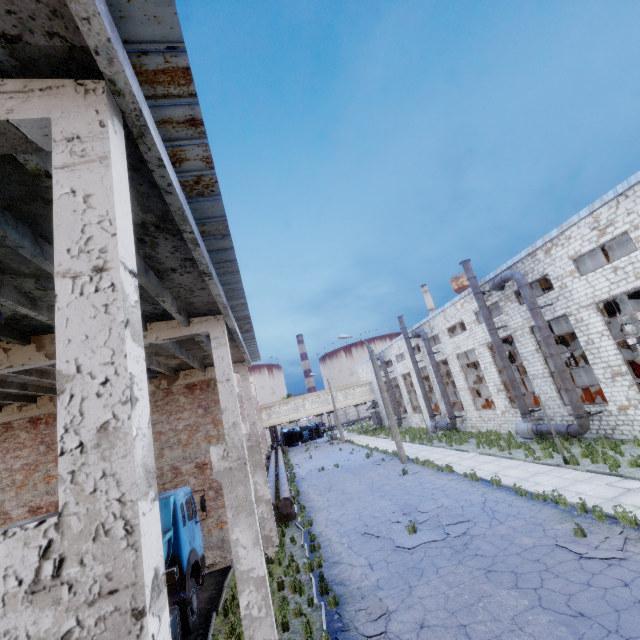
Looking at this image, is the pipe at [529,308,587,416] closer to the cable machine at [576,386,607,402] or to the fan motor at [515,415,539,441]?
the fan motor at [515,415,539,441]

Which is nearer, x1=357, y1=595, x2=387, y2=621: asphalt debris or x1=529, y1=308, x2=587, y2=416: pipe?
x1=357, y1=595, x2=387, y2=621: asphalt debris

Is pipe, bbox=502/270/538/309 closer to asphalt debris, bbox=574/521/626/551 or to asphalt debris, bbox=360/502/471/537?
asphalt debris, bbox=360/502/471/537

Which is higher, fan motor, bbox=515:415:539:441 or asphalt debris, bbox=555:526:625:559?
fan motor, bbox=515:415:539:441

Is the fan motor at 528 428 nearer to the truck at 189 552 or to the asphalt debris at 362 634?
the asphalt debris at 362 634

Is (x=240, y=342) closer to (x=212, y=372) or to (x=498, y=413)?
(x=212, y=372)

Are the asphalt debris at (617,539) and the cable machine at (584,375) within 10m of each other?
no

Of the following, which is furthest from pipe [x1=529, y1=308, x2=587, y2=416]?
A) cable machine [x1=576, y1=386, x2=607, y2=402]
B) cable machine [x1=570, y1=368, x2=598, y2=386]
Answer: cable machine [x1=570, y1=368, x2=598, y2=386]
